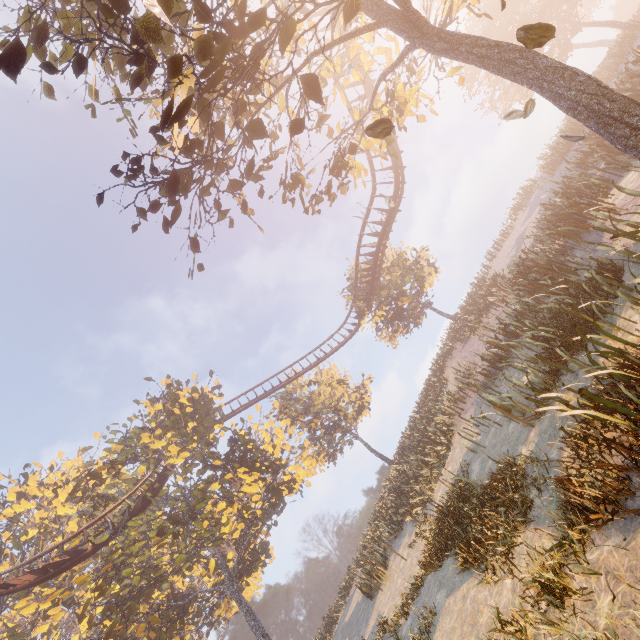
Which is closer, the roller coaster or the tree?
the tree

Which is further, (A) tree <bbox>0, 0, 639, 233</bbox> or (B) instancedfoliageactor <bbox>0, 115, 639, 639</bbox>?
(B) instancedfoliageactor <bbox>0, 115, 639, 639</bbox>

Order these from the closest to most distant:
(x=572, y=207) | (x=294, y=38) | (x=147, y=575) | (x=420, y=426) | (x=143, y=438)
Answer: (x=294, y=38)
(x=572, y=207)
(x=143, y=438)
(x=420, y=426)
(x=147, y=575)

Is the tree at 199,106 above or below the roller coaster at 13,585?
below

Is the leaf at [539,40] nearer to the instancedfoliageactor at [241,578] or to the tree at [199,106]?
the tree at [199,106]

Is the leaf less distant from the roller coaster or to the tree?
the tree

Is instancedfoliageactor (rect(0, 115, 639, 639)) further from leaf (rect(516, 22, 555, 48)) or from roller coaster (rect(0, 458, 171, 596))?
leaf (rect(516, 22, 555, 48))

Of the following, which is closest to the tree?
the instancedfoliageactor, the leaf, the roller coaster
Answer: the roller coaster
